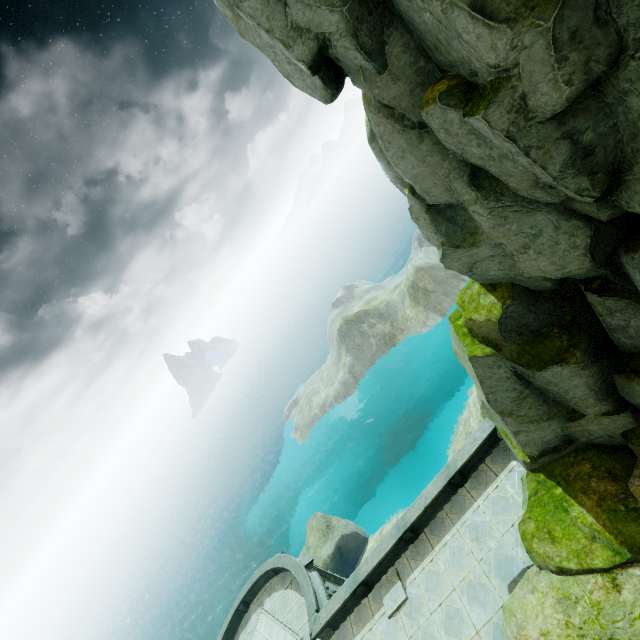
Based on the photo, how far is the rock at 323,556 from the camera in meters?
29.5 m

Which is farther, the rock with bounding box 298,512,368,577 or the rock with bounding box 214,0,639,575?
the rock with bounding box 298,512,368,577

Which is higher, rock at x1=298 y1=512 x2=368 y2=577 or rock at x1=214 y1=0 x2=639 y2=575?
rock at x1=214 y1=0 x2=639 y2=575

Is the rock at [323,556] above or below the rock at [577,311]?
below

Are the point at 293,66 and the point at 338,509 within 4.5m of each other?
no

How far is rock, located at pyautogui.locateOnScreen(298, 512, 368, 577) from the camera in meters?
29.5
